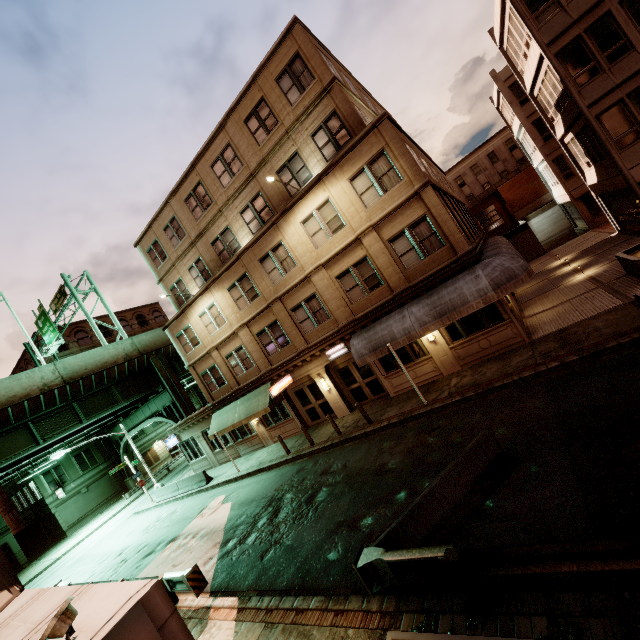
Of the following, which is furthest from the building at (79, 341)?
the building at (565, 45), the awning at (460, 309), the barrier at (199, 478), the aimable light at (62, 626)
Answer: the aimable light at (62, 626)

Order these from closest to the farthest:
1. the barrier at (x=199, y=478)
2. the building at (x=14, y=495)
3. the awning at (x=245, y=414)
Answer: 1. the awning at (x=245, y=414)
2. the barrier at (x=199, y=478)
3. the building at (x=14, y=495)

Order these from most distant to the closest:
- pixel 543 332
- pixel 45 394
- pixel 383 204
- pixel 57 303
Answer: pixel 57 303
pixel 45 394
pixel 383 204
pixel 543 332

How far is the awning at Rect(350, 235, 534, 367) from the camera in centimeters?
1258cm

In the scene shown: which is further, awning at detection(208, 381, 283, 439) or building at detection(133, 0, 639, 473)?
awning at detection(208, 381, 283, 439)

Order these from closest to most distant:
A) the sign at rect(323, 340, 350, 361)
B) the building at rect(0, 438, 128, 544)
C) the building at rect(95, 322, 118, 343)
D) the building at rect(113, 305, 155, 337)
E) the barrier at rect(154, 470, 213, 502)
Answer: the sign at rect(323, 340, 350, 361) → the barrier at rect(154, 470, 213, 502) → the building at rect(0, 438, 128, 544) → the building at rect(95, 322, 118, 343) → the building at rect(113, 305, 155, 337)

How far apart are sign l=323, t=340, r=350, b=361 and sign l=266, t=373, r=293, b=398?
3.1 meters

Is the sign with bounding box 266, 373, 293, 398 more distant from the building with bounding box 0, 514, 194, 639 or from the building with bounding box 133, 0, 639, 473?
the building with bounding box 0, 514, 194, 639
